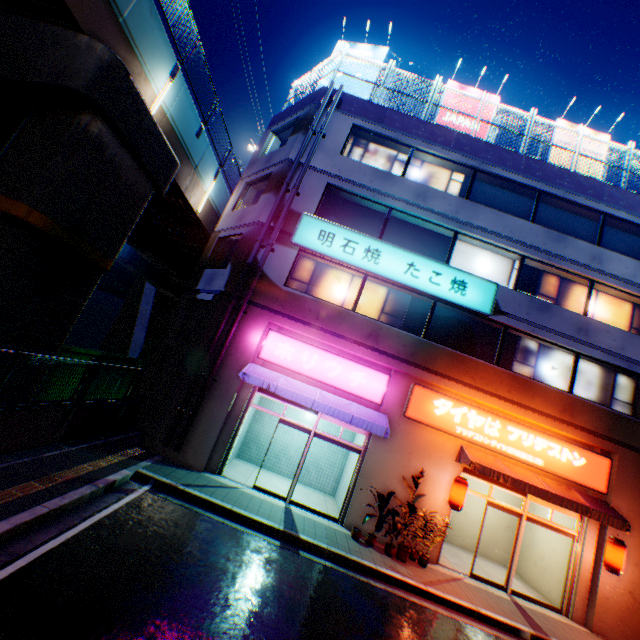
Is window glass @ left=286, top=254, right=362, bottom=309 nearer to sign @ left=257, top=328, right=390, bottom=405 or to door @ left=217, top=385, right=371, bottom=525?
sign @ left=257, top=328, right=390, bottom=405

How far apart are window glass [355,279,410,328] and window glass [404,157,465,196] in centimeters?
445cm

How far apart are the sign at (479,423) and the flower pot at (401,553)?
3.6 meters

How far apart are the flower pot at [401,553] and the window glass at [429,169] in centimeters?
1268cm

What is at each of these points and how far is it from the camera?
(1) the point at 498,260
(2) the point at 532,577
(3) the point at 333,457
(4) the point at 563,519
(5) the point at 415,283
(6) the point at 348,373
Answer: (1) window glass, 12.93m
(2) building, 11.78m
(3) building, 13.62m
(4) building, 11.44m
(5) sign, 11.81m
(6) sign, 11.17m

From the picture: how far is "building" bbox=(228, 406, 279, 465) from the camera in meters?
12.9

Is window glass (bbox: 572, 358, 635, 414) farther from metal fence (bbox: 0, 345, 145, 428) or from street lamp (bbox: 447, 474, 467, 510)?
metal fence (bbox: 0, 345, 145, 428)

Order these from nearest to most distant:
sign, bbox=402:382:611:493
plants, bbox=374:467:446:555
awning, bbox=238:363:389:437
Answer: plants, bbox=374:467:446:555 < awning, bbox=238:363:389:437 < sign, bbox=402:382:611:493
